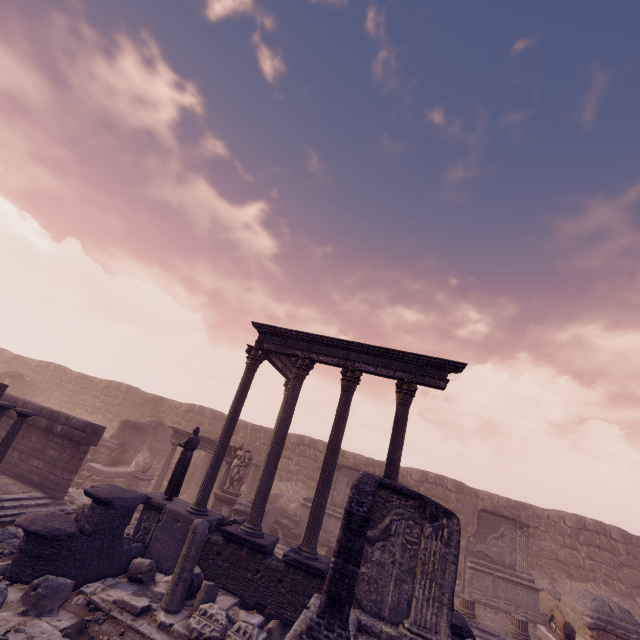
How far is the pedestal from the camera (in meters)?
15.95

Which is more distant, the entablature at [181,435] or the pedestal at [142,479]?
the entablature at [181,435]

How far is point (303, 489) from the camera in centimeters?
2048cm

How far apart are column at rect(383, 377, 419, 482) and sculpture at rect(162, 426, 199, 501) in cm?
604

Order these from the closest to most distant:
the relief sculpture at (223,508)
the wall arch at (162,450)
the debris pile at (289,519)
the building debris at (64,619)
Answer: the building debris at (64,619)
the relief sculpture at (223,508)
the debris pile at (289,519)
the wall arch at (162,450)

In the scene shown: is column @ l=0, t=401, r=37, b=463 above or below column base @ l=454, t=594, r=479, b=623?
above

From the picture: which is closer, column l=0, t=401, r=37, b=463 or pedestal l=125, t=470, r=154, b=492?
column l=0, t=401, r=37, b=463

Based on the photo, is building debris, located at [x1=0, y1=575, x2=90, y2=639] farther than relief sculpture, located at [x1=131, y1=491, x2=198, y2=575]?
No
